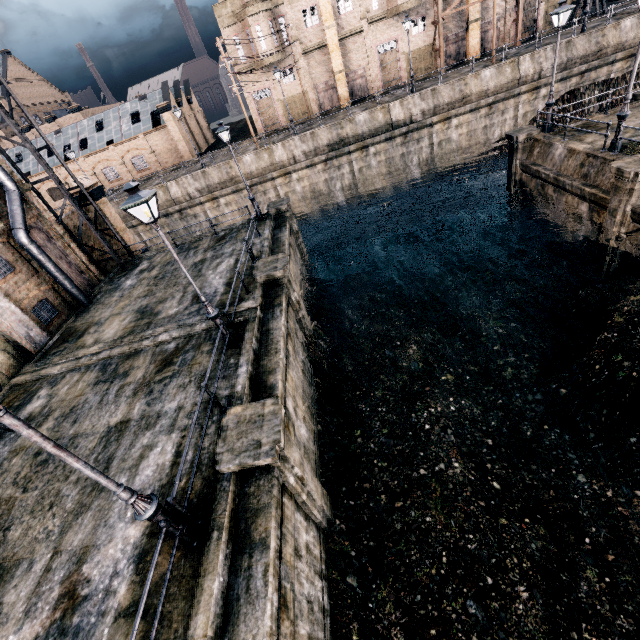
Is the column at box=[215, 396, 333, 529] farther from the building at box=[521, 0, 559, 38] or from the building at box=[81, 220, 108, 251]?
the building at box=[521, 0, 559, 38]

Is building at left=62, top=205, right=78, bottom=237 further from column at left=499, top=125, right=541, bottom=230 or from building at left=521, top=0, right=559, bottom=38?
column at left=499, top=125, right=541, bottom=230

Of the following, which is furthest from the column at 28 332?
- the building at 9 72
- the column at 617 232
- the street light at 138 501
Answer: the building at 9 72

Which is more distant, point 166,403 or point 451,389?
point 451,389

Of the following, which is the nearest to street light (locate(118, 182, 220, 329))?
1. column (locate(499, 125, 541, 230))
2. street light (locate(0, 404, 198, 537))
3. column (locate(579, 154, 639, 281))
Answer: street light (locate(0, 404, 198, 537))

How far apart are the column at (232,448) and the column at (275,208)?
15.45m

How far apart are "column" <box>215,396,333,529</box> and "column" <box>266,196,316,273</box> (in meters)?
15.45

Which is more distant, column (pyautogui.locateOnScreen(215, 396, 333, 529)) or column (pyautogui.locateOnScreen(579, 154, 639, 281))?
column (pyautogui.locateOnScreen(579, 154, 639, 281))
